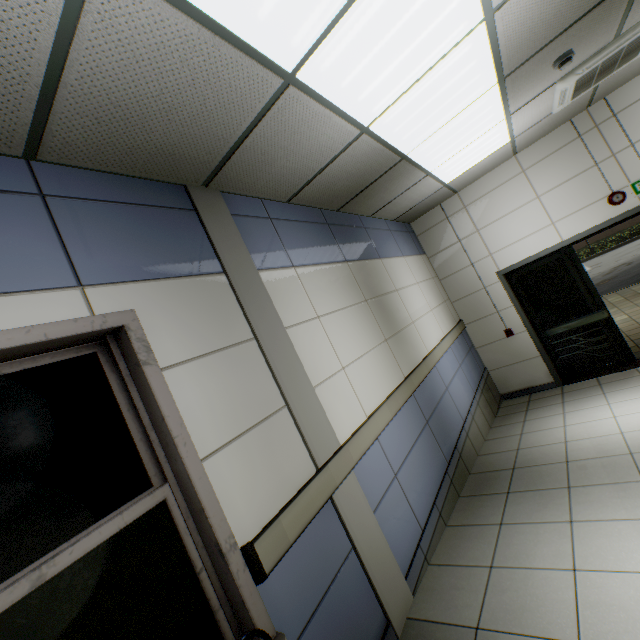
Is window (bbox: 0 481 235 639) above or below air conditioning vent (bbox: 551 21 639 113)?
below

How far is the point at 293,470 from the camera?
2.0m

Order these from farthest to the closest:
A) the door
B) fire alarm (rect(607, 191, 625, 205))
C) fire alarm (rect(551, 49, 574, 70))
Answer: the door → fire alarm (rect(607, 191, 625, 205)) → fire alarm (rect(551, 49, 574, 70))

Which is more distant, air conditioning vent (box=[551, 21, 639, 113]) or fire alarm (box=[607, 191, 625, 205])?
fire alarm (box=[607, 191, 625, 205])

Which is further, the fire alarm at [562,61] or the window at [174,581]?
the fire alarm at [562,61]

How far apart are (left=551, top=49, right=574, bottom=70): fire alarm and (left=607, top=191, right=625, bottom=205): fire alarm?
2.7 meters

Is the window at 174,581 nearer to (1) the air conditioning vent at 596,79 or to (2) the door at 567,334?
(1) the air conditioning vent at 596,79

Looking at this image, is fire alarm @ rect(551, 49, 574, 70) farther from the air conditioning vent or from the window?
the window
